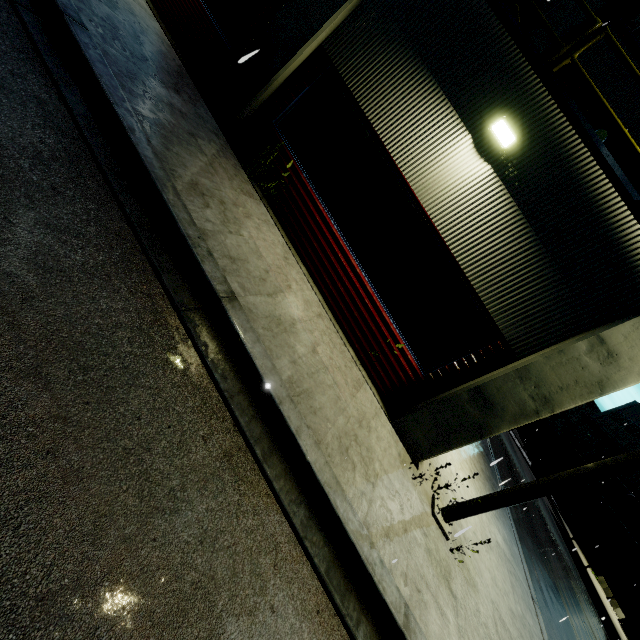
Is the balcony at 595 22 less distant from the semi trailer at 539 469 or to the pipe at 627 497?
the semi trailer at 539 469

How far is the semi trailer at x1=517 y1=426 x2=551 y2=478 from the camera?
31.4m

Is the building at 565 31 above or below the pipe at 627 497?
above

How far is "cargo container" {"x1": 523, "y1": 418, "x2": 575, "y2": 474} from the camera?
30.9 meters

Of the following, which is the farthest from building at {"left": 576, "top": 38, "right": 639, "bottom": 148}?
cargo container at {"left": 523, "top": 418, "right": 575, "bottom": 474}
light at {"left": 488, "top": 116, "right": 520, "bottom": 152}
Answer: cargo container at {"left": 523, "top": 418, "right": 575, "bottom": 474}

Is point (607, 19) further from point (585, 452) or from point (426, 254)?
point (585, 452)

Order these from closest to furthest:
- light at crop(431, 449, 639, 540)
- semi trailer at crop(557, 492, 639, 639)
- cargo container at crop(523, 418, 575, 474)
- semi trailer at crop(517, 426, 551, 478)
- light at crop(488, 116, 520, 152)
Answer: light at crop(431, 449, 639, 540) < light at crop(488, 116, 520, 152) < semi trailer at crop(557, 492, 639, 639) < cargo container at crop(523, 418, 575, 474) < semi trailer at crop(517, 426, 551, 478)
